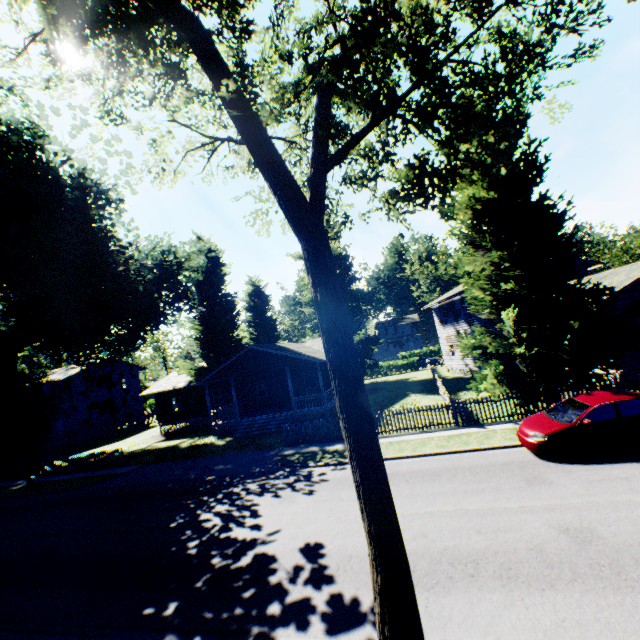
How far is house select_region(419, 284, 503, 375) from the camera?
29.16m

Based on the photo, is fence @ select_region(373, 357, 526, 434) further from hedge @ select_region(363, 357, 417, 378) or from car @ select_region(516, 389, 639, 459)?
car @ select_region(516, 389, 639, 459)

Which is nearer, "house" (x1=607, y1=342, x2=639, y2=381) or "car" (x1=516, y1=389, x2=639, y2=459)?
"car" (x1=516, y1=389, x2=639, y2=459)

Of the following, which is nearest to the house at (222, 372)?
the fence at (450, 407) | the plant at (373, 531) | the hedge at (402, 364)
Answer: the plant at (373, 531)

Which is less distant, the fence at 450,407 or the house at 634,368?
the fence at 450,407

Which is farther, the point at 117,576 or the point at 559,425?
the point at 559,425

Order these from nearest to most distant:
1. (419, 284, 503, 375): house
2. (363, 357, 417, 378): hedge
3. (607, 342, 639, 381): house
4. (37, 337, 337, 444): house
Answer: (607, 342, 639, 381): house, (37, 337, 337, 444): house, (419, 284, 503, 375): house, (363, 357, 417, 378): hedge

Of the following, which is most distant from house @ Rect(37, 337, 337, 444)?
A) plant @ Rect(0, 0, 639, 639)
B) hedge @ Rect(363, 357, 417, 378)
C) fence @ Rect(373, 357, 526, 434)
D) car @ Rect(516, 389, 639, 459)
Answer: hedge @ Rect(363, 357, 417, 378)
